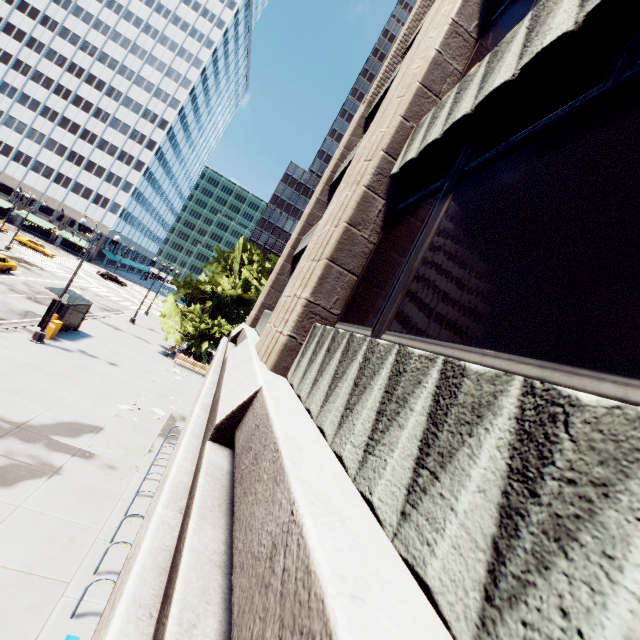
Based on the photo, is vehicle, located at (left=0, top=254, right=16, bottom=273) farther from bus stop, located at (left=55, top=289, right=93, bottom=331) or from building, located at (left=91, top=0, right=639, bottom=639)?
building, located at (left=91, top=0, right=639, bottom=639)

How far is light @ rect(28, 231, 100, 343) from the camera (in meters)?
17.55

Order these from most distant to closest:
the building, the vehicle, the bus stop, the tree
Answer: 1. the tree
2. the vehicle
3. the bus stop
4. the building

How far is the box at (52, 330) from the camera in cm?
1877

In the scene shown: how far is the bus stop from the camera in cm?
1960

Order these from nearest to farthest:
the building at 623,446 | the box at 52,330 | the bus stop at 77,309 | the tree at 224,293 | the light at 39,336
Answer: the building at 623,446, the light at 39,336, the box at 52,330, the bus stop at 77,309, the tree at 224,293

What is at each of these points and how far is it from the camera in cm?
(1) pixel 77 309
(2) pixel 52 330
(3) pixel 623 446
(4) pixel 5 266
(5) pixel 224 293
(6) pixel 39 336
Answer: (1) bus stop, 2112
(2) box, 1883
(3) building, 102
(4) vehicle, 2812
(5) tree, 2969
(6) light, 1756

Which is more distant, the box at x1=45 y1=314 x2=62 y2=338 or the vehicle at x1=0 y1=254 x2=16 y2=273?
the vehicle at x1=0 y1=254 x2=16 y2=273
